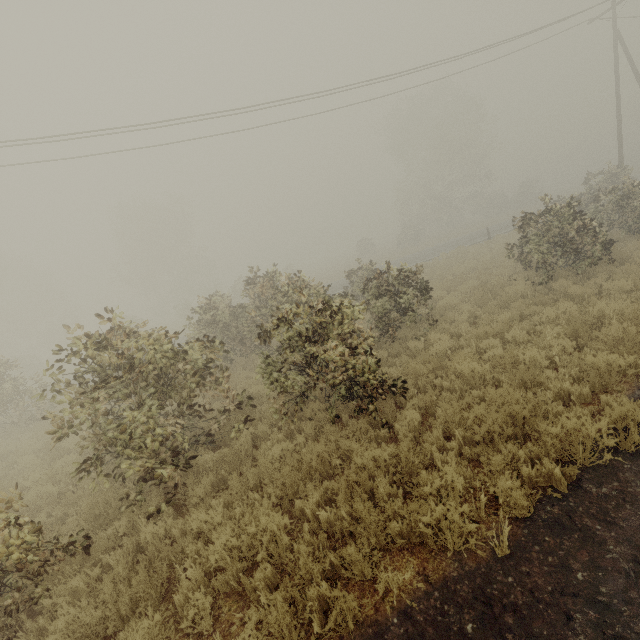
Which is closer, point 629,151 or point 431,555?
point 431,555
